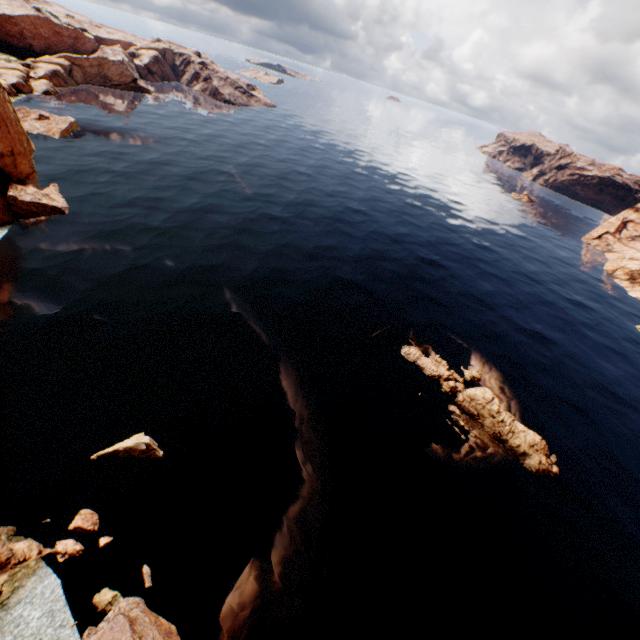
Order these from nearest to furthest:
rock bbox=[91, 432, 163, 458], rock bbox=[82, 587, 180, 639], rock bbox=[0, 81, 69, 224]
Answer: rock bbox=[82, 587, 180, 639] < rock bbox=[91, 432, 163, 458] < rock bbox=[0, 81, 69, 224]

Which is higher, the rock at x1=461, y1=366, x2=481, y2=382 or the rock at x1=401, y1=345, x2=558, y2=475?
the rock at x1=401, y1=345, x2=558, y2=475

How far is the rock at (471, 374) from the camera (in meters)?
35.72

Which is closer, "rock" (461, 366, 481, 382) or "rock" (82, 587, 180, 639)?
"rock" (82, 587, 180, 639)

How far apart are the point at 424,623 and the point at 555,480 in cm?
1816

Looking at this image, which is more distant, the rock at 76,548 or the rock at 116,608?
the rock at 76,548

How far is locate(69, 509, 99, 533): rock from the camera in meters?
18.4 m
